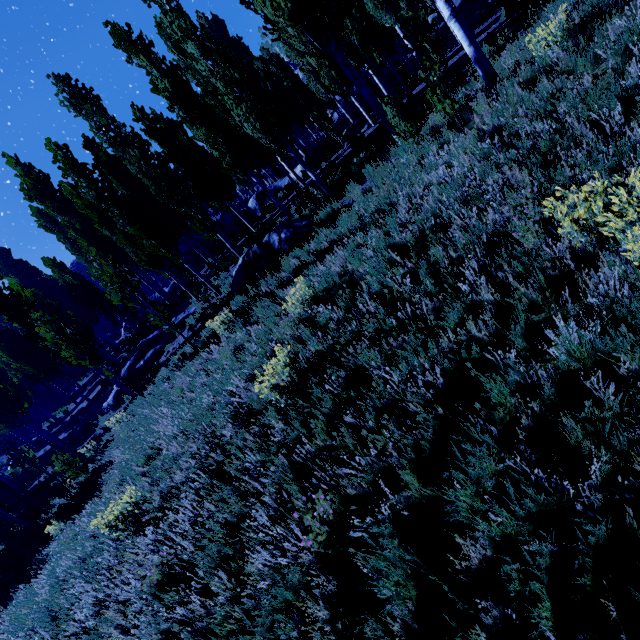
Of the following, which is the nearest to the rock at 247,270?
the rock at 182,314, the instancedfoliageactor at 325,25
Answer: the instancedfoliageactor at 325,25

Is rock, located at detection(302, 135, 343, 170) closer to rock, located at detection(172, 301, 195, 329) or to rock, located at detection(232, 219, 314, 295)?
rock, located at detection(232, 219, 314, 295)

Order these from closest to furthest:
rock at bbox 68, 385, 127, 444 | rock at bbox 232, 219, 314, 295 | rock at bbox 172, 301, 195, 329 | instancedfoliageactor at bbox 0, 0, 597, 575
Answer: instancedfoliageactor at bbox 0, 0, 597, 575, rock at bbox 232, 219, 314, 295, rock at bbox 172, 301, 195, 329, rock at bbox 68, 385, 127, 444

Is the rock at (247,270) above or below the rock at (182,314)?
below

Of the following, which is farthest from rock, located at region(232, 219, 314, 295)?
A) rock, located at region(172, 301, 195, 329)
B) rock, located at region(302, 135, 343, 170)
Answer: rock, located at region(302, 135, 343, 170)

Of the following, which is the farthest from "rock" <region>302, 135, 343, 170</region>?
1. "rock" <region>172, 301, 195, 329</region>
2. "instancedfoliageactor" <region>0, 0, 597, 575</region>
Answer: "rock" <region>172, 301, 195, 329</region>

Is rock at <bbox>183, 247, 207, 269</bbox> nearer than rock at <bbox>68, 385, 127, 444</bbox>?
No

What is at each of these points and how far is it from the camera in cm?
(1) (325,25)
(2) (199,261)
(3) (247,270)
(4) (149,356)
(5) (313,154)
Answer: (1) instancedfoliageactor, 860
(2) rock, 2956
(3) rock, 1142
(4) rock, 1627
(5) rock, 2197
